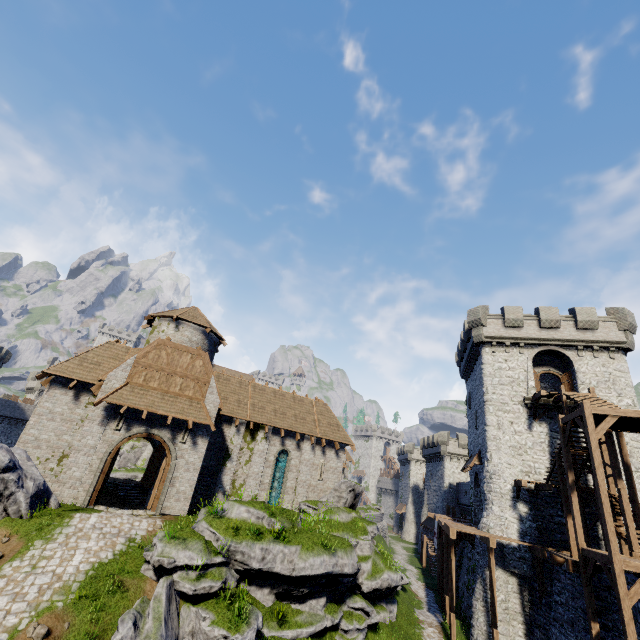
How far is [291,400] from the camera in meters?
27.1

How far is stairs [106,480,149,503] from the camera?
24.4m

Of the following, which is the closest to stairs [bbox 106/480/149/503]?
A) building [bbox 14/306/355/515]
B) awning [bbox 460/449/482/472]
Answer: building [bbox 14/306/355/515]

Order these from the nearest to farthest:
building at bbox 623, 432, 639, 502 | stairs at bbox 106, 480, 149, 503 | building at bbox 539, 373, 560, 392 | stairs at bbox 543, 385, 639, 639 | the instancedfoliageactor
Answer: the instancedfoliageactor < stairs at bbox 543, 385, 639, 639 < building at bbox 623, 432, 639, 502 < stairs at bbox 106, 480, 149, 503 < building at bbox 539, 373, 560, 392

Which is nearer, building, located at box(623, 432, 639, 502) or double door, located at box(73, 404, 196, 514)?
double door, located at box(73, 404, 196, 514)

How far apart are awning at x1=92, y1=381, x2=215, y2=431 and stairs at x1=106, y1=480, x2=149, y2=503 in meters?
11.2 m

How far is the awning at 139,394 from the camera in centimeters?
1714cm

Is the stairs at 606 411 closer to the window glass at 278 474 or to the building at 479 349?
the building at 479 349
